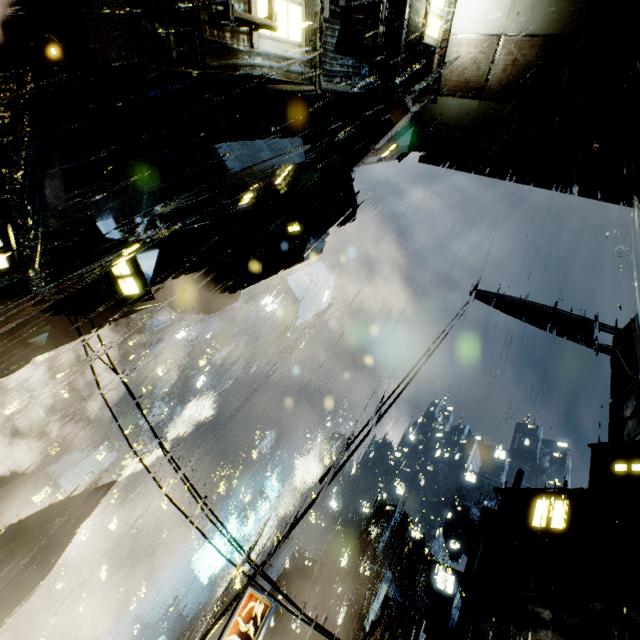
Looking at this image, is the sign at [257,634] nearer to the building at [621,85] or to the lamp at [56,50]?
the building at [621,85]

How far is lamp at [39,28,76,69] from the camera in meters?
5.0 m

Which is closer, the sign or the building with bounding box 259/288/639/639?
the sign

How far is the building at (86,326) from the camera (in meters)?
10.19

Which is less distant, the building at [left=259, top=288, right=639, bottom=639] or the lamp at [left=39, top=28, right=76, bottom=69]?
the lamp at [left=39, top=28, right=76, bottom=69]

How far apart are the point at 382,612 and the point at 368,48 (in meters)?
18.04

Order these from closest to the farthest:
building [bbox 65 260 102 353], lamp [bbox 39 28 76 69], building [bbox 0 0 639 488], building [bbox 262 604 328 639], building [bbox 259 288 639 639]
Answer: lamp [bbox 39 28 76 69], building [bbox 0 0 639 488], building [bbox 65 260 102 353], building [bbox 259 288 639 639], building [bbox 262 604 328 639]

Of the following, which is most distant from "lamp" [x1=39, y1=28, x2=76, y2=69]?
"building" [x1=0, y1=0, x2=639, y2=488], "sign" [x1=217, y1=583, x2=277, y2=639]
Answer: "sign" [x1=217, y1=583, x2=277, y2=639]
